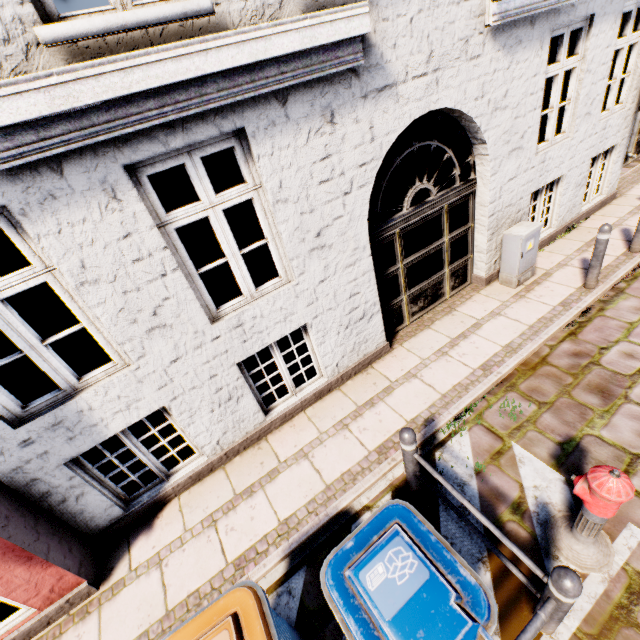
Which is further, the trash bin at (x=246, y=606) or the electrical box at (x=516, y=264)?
the electrical box at (x=516, y=264)

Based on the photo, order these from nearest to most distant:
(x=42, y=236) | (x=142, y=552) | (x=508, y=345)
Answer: (x=42, y=236) → (x=142, y=552) → (x=508, y=345)

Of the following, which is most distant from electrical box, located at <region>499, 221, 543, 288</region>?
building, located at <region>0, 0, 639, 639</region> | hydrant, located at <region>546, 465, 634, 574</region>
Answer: hydrant, located at <region>546, 465, 634, 574</region>

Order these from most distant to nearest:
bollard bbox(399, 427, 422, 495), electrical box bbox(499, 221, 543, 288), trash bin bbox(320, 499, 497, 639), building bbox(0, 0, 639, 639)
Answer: electrical box bbox(499, 221, 543, 288) → bollard bbox(399, 427, 422, 495) → building bbox(0, 0, 639, 639) → trash bin bbox(320, 499, 497, 639)

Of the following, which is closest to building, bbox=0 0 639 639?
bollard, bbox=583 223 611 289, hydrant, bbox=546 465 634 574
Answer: bollard, bbox=583 223 611 289

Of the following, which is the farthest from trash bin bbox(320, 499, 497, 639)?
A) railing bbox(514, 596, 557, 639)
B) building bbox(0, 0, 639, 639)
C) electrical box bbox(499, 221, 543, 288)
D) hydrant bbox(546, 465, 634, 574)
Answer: electrical box bbox(499, 221, 543, 288)

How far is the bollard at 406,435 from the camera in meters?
3.1 m

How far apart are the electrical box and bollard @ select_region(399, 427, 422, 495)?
4.1 meters
